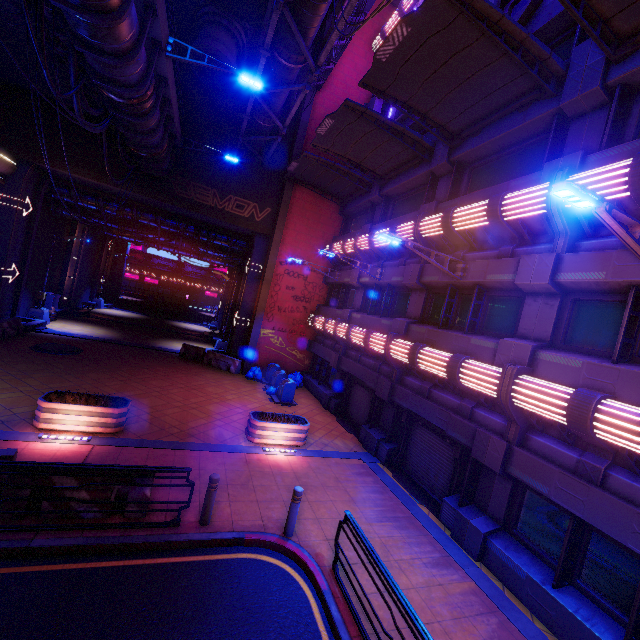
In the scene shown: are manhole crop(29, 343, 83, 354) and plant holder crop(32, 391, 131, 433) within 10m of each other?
yes

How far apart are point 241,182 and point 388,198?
10.1m

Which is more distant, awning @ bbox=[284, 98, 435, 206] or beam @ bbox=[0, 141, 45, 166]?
beam @ bbox=[0, 141, 45, 166]

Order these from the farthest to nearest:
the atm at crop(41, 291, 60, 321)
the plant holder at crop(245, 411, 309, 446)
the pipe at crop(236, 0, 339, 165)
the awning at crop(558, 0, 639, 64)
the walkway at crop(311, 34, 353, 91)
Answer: the atm at crop(41, 291, 60, 321) → the walkway at crop(311, 34, 353, 91) → the plant holder at crop(245, 411, 309, 446) → the pipe at crop(236, 0, 339, 165) → the awning at crop(558, 0, 639, 64)

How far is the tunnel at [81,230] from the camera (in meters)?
25.29

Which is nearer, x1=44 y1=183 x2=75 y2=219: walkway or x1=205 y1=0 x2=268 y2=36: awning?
x1=205 y1=0 x2=268 y2=36: awning

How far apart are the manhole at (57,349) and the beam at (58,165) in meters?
9.2 m

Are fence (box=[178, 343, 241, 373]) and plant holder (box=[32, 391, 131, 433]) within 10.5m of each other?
yes
